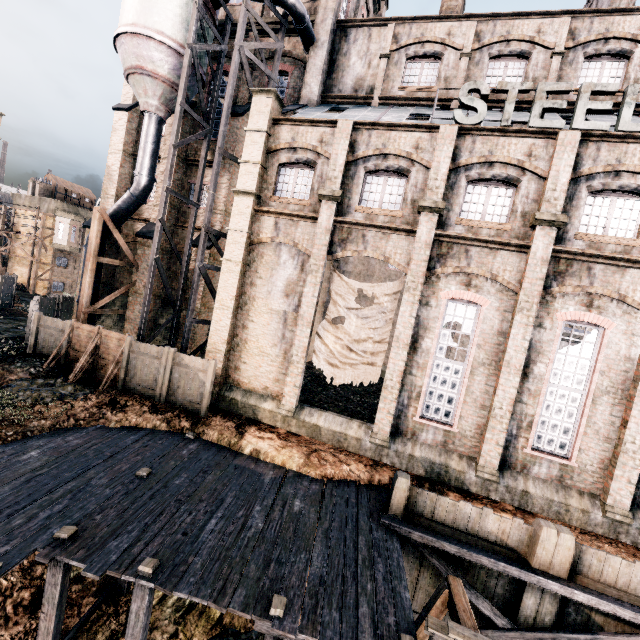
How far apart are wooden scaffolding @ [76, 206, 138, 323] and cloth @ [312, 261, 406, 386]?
13.88m

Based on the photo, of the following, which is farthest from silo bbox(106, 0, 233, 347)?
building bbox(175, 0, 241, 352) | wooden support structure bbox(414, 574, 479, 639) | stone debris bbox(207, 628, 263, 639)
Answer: wooden support structure bbox(414, 574, 479, 639)

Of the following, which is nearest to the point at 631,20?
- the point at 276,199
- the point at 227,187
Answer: the point at 276,199

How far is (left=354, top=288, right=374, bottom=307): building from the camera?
33.7 meters

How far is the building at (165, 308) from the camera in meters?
22.6 m

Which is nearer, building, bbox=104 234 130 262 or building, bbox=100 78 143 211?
building, bbox=100 78 143 211

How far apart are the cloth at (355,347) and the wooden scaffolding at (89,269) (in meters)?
13.88
